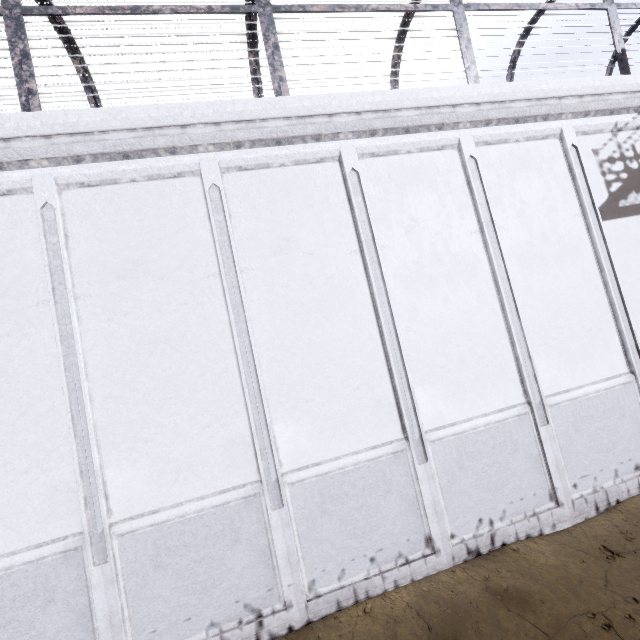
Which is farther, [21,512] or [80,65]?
[80,65]
